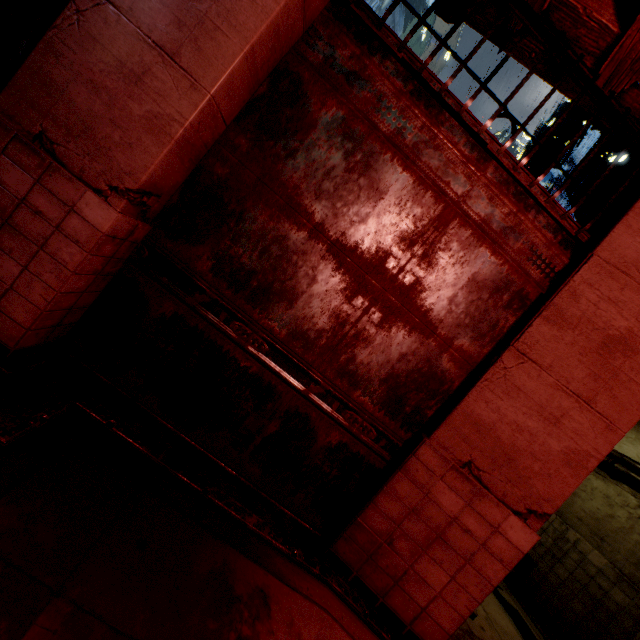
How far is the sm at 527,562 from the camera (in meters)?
7.17

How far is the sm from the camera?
7.2 meters

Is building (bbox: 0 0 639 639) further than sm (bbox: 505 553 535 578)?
No

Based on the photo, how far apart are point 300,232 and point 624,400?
3.4m

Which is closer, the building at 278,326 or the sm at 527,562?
the building at 278,326
